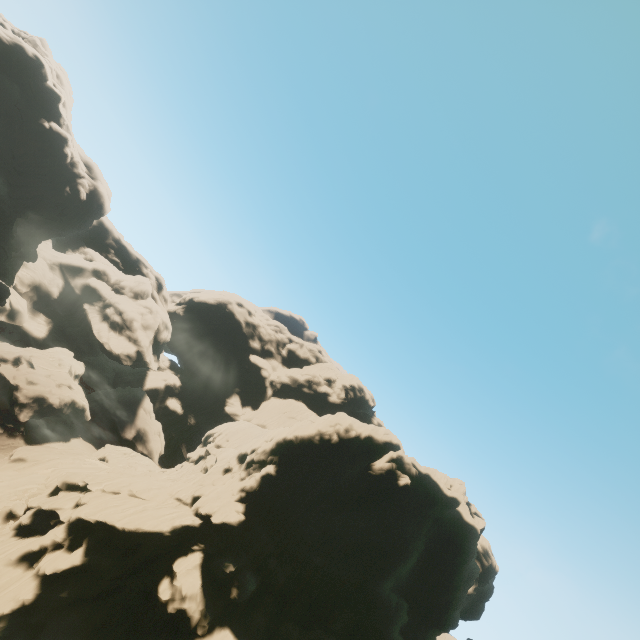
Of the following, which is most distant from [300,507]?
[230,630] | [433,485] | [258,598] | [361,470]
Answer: [433,485]

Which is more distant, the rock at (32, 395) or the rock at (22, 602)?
the rock at (32, 395)

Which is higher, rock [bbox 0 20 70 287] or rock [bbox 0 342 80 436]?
rock [bbox 0 20 70 287]

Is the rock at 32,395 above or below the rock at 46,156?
below

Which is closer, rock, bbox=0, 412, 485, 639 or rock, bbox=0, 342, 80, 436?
rock, bbox=0, 412, 485, 639
